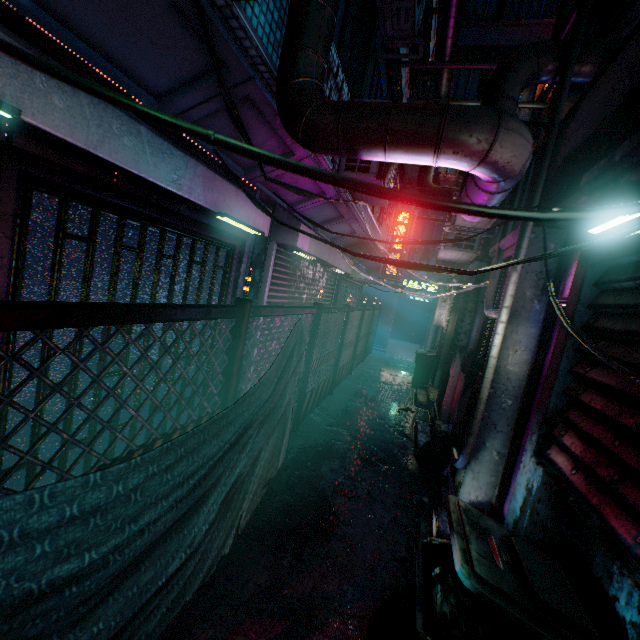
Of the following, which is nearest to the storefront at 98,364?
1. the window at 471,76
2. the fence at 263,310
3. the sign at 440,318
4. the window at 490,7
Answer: the fence at 263,310

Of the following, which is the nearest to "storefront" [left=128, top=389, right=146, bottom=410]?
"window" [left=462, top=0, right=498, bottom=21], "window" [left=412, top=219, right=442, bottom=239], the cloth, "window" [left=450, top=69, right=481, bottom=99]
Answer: the cloth

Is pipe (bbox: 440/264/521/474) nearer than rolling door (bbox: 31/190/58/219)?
No

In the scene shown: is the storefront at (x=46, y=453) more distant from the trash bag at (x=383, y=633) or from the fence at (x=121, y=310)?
the trash bag at (x=383, y=633)

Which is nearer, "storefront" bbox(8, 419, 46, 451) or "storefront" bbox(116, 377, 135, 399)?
"storefront" bbox(8, 419, 46, 451)

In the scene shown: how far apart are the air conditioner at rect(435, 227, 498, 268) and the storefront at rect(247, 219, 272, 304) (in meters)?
2.76

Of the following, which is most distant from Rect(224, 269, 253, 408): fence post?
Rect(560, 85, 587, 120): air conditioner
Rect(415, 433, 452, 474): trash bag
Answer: Rect(560, 85, 587, 120): air conditioner

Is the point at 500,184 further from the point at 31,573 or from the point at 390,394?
the point at 390,394
